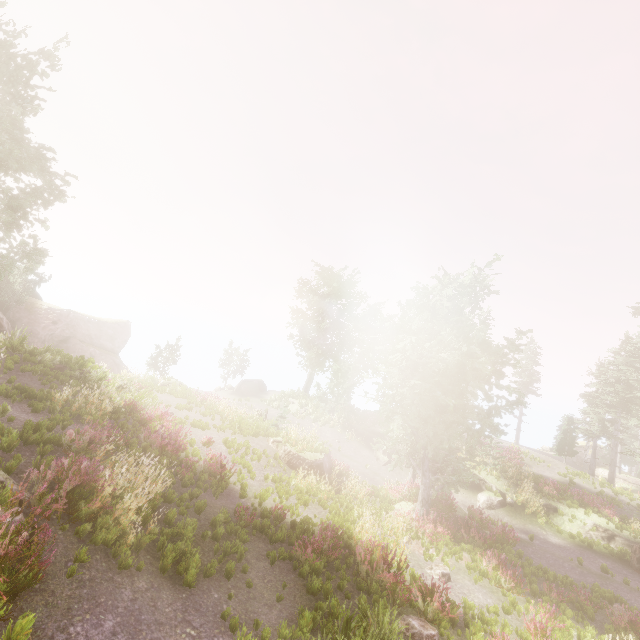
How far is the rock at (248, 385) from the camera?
36.0m

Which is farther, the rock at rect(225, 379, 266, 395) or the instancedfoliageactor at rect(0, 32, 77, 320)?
the rock at rect(225, 379, 266, 395)

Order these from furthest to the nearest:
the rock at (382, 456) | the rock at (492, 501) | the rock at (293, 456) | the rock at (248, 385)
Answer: the rock at (248, 385), the rock at (382, 456), the rock at (492, 501), the rock at (293, 456)

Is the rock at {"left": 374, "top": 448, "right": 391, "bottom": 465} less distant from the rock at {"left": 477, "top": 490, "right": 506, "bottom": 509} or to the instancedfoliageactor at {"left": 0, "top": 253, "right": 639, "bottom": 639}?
the instancedfoliageactor at {"left": 0, "top": 253, "right": 639, "bottom": 639}

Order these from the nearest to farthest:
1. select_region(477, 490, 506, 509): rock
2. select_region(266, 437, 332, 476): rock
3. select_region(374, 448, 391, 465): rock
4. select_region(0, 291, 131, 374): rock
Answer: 1. select_region(266, 437, 332, 476): rock
2. select_region(477, 490, 506, 509): rock
3. select_region(374, 448, 391, 465): rock
4. select_region(0, 291, 131, 374): rock

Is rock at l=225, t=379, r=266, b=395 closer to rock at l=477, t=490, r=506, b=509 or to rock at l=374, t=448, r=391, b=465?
rock at l=374, t=448, r=391, b=465

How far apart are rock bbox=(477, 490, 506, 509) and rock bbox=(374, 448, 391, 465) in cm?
595

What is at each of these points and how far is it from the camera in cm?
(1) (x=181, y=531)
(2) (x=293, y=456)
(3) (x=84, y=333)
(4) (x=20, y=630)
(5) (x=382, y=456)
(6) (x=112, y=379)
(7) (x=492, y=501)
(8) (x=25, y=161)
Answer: (1) instancedfoliageactor, 796
(2) rock, 1684
(3) rock, 3469
(4) instancedfoliageactor, 425
(5) rock, 2470
(6) instancedfoliageactor, 1572
(7) rock, 1983
(8) instancedfoliageactor, 1591
